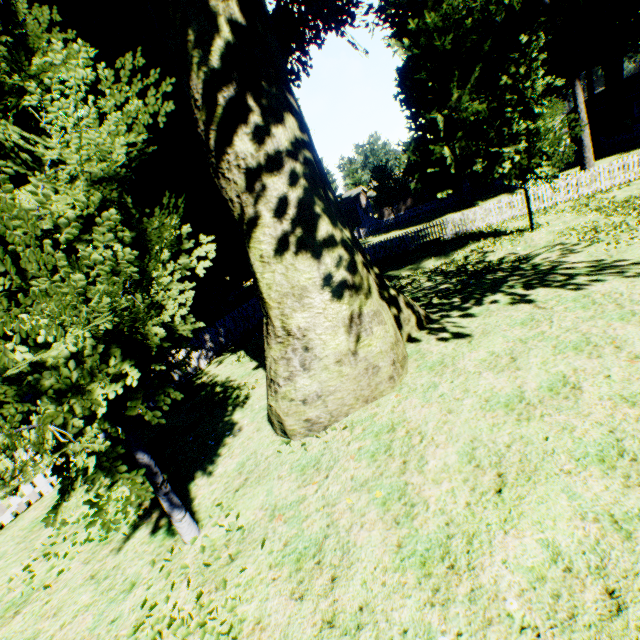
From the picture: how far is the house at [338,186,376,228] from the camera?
46.17m

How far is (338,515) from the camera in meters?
4.3

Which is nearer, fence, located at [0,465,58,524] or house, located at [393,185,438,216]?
fence, located at [0,465,58,524]

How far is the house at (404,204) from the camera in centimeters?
4547cm

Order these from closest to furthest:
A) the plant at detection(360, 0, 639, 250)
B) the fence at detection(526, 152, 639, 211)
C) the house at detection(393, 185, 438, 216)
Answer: the plant at detection(360, 0, 639, 250) < the fence at detection(526, 152, 639, 211) < the house at detection(393, 185, 438, 216)

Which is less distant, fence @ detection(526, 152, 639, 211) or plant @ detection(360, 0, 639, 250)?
plant @ detection(360, 0, 639, 250)

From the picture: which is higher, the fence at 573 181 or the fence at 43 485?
the fence at 573 181
